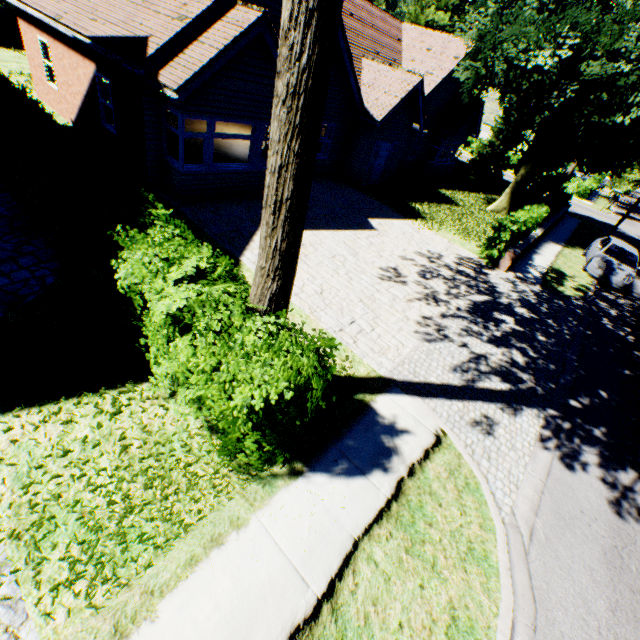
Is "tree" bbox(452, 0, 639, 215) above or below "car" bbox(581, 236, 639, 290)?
above

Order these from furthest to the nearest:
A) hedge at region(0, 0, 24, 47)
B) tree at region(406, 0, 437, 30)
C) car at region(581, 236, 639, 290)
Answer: tree at region(406, 0, 437, 30)
hedge at region(0, 0, 24, 47)
car at region(581, 236, 639, 290)

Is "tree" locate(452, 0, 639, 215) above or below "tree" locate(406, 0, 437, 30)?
below

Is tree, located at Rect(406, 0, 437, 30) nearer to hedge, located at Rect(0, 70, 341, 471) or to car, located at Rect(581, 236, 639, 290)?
hedge, located at Rect(0, 70, 341, 471)

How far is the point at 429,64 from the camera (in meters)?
19.73

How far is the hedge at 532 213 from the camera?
13.11m

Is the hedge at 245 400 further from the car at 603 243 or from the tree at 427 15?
the car at 603 243

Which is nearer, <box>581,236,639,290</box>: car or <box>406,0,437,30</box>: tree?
<box>581,236,639,290</box>: car
